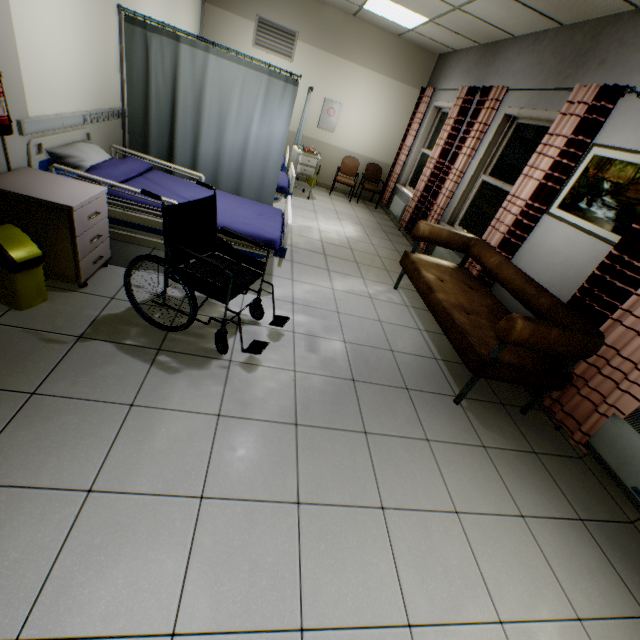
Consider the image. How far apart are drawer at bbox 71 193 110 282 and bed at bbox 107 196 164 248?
0.5m

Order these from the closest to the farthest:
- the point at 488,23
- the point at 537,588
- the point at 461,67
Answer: the point at 537,588 → the point at 488,23 → the point at 461,67

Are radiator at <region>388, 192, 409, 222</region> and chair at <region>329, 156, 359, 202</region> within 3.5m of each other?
yes

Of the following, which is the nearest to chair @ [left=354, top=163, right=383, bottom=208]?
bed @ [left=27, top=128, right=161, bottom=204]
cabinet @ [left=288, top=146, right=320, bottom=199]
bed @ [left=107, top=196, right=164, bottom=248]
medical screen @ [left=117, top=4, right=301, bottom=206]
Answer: cabinet @ [left=288, top=146, right=320, bottom=199]

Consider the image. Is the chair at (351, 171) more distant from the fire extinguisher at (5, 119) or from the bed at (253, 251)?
the fire extinguisher at (5, 119)

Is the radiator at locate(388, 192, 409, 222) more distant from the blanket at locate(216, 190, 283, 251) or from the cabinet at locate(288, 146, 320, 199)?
the blanket at locate(216, 190, 283, 251)

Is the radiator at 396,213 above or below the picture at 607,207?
below

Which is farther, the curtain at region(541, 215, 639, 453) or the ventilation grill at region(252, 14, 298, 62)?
the ventilation grill at region(252, 14, 298, 62)
